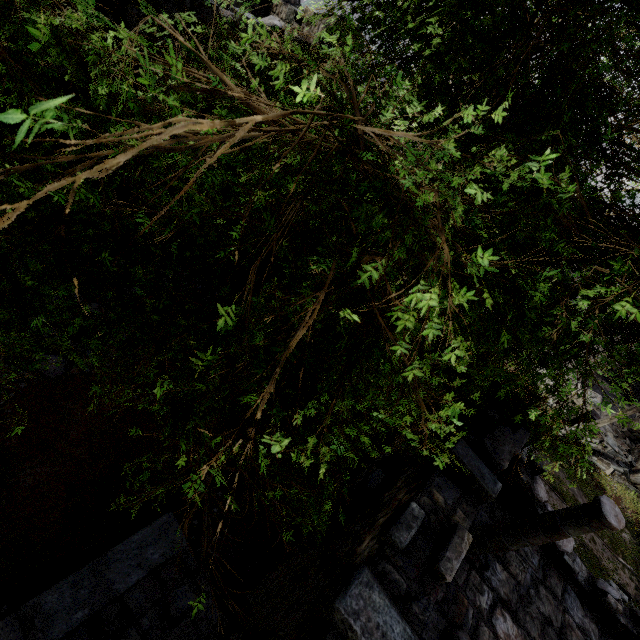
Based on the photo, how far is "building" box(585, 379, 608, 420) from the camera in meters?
17.6

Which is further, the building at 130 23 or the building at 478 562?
the building at 130 23

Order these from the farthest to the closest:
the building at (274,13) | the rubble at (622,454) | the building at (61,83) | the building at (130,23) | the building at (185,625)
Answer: the rubble at (622,454) → the building at (274,13) → the building at (61,83) → the building at (130,23) → the building at (185,625)

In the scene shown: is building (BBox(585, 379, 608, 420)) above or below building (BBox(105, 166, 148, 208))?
below

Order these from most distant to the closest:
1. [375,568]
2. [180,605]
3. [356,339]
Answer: [180,605]
[375,568]
[356,339]

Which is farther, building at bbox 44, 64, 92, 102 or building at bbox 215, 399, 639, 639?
building at bbox 44, 64, 92, 102

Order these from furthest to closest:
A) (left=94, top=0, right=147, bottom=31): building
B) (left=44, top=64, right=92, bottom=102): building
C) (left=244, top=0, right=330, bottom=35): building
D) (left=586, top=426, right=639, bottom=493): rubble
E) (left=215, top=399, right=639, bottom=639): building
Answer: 1. (left=586, top=426, right=639, bottom=493): rubble
2. (left=244, top=0, right=330, bottom=35): building
3. (left=44, top=64, right=92, bottom=102): building
4. (left=94, top=0, right=147, bottom=31): building
5. (left=215, top=399, right=639, bottom=639): building
